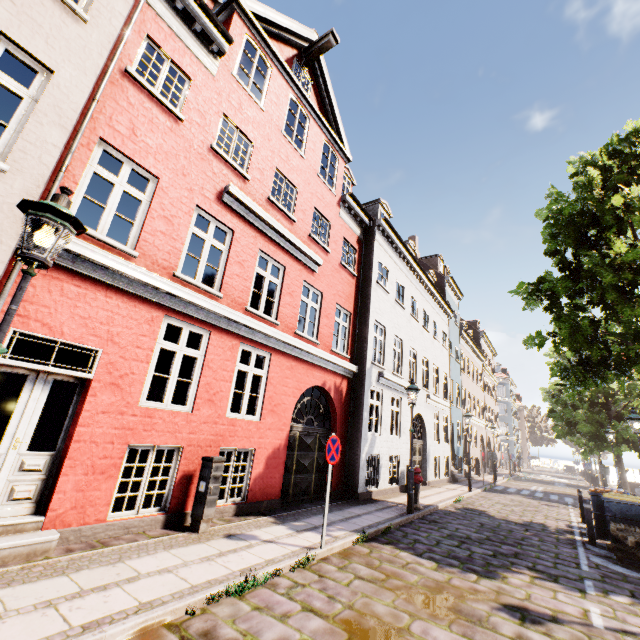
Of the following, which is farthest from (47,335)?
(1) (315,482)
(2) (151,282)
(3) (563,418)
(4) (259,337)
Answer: (3) (563,418)

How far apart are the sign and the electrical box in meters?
2.0 m

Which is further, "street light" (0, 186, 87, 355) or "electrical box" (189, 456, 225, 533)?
"electrical box" (189, 456, 225, 533)

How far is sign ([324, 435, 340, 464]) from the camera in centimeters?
613cm

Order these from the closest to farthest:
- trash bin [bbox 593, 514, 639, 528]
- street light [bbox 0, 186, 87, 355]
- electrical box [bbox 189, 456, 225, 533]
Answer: street light [bbox 0, 186, 87, 355] → electrical box [bbox 189, 456, 225, 533] → trash bin [bbox 593, 514, 639, 528]

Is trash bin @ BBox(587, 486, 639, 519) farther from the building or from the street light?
the building

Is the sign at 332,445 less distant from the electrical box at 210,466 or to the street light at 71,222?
the electrical box at 210,466

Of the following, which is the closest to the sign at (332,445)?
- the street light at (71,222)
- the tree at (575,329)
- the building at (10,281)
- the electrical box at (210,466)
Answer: the electrical box at (210,466)
